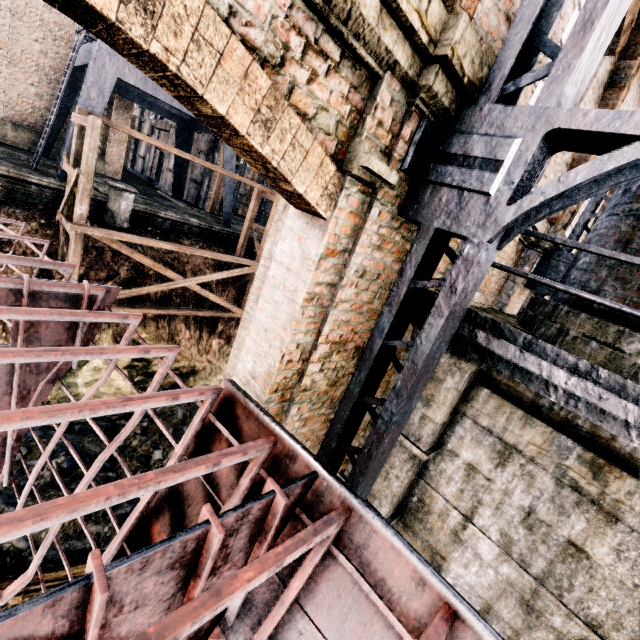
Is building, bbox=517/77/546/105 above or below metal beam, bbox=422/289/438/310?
above

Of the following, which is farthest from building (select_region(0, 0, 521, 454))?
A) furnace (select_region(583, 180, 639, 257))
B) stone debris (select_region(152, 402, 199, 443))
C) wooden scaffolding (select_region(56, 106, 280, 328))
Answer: wooden scaffolding (select_region(56, 106, 280, 328))

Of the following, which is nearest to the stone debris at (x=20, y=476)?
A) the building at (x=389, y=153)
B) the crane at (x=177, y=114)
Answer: the building at (x=389, y=153)

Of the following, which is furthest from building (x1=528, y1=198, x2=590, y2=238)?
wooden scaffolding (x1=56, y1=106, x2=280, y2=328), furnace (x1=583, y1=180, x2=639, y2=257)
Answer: wooden scaffolding (x1=56, y1=106, x2=280, y2=328)

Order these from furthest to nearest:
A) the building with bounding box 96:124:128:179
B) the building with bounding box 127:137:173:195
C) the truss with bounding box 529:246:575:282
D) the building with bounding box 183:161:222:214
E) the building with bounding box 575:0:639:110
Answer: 1. the building with bounding box 127:137:173:195
2. the building with bounding box 183:161:222:214
3. the building with bounding box 96:124:128:179
4. the truss with bounding box 529:246:575:282
5. the building with bounding box 575:0:639:110

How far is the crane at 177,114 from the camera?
14.8m

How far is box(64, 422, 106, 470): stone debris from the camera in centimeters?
1074cm

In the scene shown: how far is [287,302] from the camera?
3.0 meters
